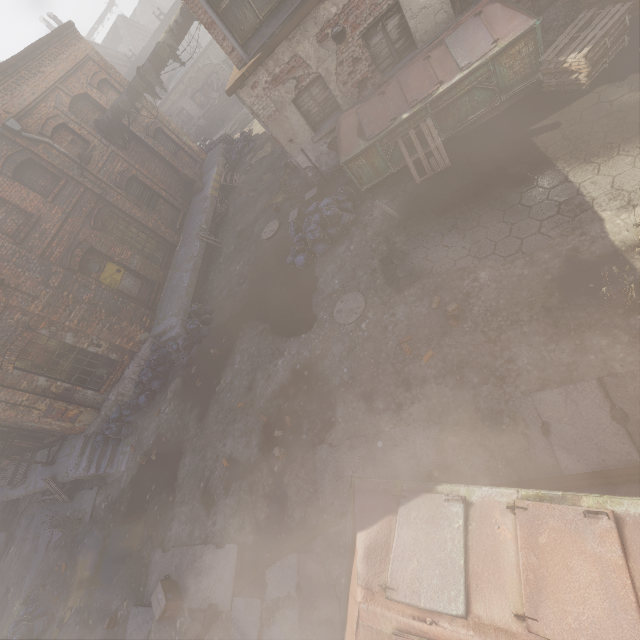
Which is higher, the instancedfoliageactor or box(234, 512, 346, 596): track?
the instancedfoliageactor

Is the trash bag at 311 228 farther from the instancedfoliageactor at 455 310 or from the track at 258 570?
the track at 258 570

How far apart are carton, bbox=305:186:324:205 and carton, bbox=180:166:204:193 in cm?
917

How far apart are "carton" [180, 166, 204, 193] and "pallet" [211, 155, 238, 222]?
1.11m

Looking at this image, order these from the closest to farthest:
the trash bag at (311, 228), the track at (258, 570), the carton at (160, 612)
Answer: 1. the track at (258, 570)
2. the carton at (160, 612)
3. the trash bag at (311, 228)

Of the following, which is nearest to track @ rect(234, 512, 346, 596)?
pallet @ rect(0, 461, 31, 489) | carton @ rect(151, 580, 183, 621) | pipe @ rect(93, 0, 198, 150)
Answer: carton @ rect(151, 580, 183, 621)

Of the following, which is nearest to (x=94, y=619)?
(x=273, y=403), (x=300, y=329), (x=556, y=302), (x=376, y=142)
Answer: (x=273, y=403)

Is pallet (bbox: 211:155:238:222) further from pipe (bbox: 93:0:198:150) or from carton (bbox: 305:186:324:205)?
carton (bbox: 305:186:324:205)
